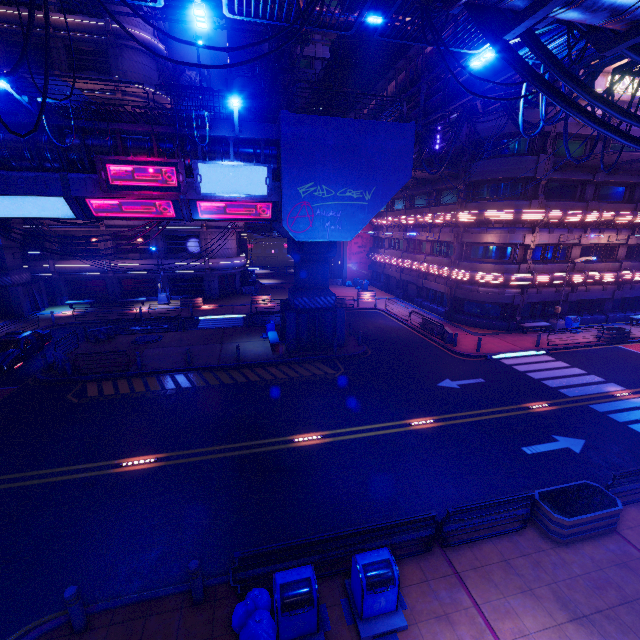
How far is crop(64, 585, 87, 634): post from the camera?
6.3 meters

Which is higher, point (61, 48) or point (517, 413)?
point (61, 48)

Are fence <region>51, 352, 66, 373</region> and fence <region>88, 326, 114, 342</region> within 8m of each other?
yes

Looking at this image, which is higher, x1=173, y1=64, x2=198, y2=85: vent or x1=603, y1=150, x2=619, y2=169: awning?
x1=173, y1=64, x2=198, y2=85: vent

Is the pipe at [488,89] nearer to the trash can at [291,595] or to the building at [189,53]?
the building at [189,53]

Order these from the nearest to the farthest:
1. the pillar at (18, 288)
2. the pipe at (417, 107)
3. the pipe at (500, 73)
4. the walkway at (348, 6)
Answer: the walkway at (348, 6)
the pipe at (500, 73)
the pipe at (417, 107)
the pillar at (18, 288)

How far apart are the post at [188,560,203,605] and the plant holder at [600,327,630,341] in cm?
2949

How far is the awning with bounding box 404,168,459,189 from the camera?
26.4 meters
